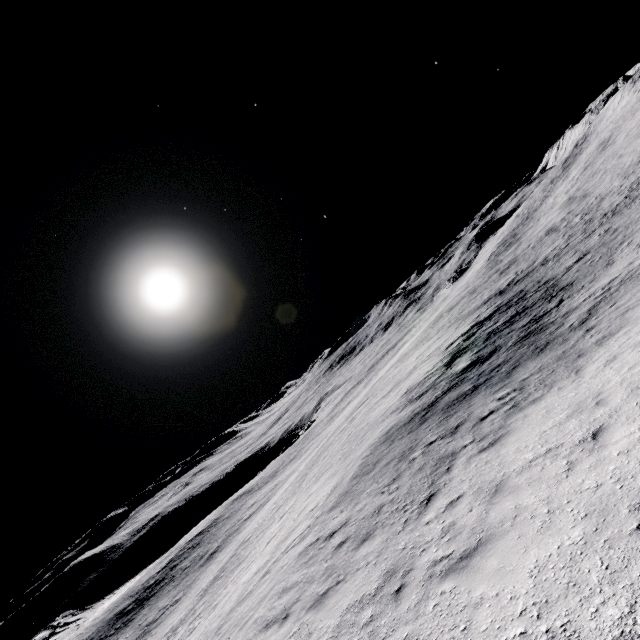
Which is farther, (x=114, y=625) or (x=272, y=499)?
(x=114, y=625)
